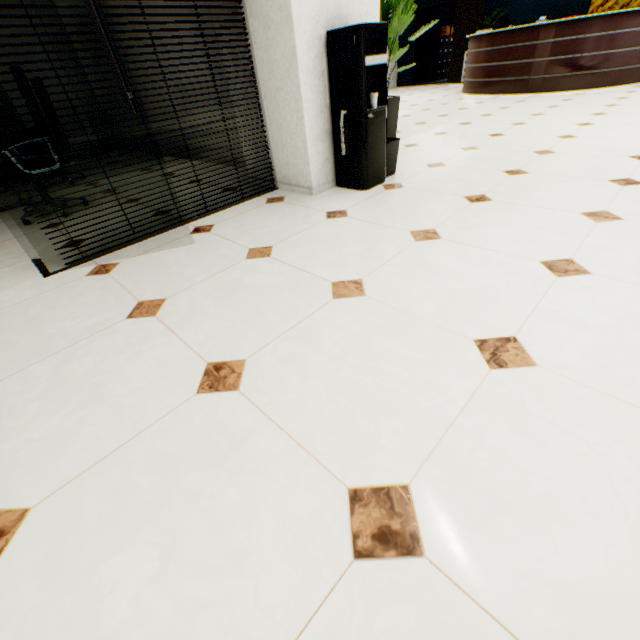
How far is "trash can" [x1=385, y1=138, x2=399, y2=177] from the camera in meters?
Answer: 2.9

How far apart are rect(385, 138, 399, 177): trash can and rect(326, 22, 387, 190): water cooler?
0.0m

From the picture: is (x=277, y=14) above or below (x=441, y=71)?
above

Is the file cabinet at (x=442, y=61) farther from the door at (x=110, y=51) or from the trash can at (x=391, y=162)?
the door at (x=110, y=51)

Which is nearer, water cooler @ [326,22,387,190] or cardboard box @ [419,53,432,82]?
water cooler @ [326,22,387,190]

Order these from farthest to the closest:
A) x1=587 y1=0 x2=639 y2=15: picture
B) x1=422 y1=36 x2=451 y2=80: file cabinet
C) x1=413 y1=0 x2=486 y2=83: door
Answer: x1=422 y1=36 x2=451 y2=80: file cabinet < x1=413 y1=0 x2=486 y2=83: door < x1=587 y1=0 x2=639 y2=15: picture

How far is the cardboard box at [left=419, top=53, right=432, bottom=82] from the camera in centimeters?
1233cm

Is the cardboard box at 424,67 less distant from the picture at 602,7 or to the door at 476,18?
the door at 476,18
